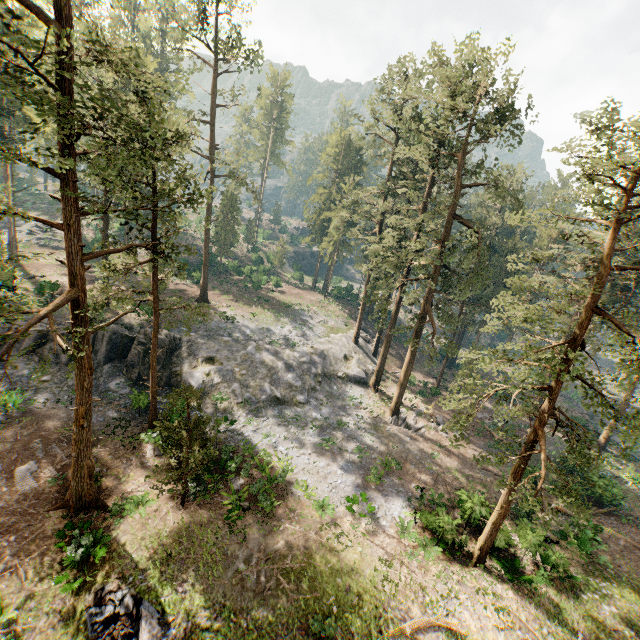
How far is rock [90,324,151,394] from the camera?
26.3m

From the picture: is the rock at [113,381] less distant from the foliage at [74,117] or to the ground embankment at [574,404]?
the foliage at [74,117]

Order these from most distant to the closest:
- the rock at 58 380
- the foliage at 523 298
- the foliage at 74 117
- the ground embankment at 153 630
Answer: the rock at 58 380 → the foliage at 523 298 → the ground embankment at 153 630 → the foliage at 74 117

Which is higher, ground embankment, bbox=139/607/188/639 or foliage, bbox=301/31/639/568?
foliage, bbox=301/31/639/568

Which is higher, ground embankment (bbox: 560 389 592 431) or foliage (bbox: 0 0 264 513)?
foliage (bbox: 0 0 264 513)

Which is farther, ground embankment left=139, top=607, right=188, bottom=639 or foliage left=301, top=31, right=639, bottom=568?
foliage left=301, top=31, right=639, bottom=568

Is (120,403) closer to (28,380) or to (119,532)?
(28,380)
